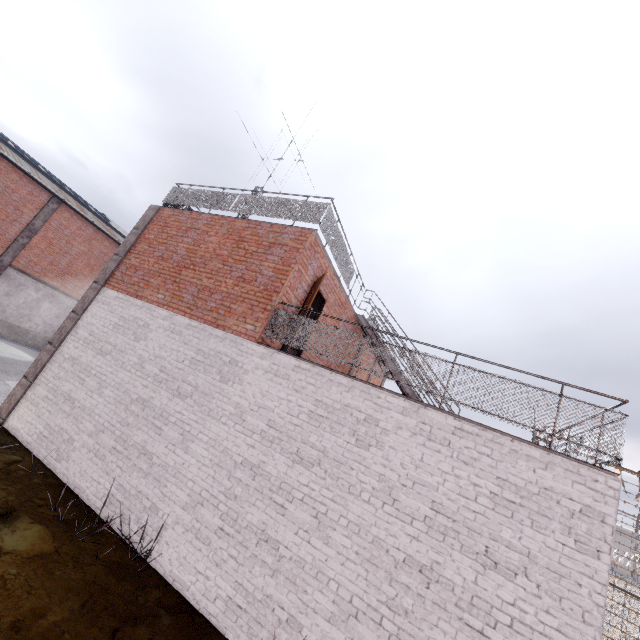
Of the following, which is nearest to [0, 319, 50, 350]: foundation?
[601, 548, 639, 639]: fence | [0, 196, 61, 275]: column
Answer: [0, 196, 61, 275]: column

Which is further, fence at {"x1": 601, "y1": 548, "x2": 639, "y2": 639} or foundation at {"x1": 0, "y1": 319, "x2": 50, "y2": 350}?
foundation at {"x1": 0, "y1": 319, "x2": 50, "y2": 350}

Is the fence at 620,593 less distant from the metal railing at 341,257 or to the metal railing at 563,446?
the metal railing at 563,446

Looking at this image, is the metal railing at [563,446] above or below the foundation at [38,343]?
above

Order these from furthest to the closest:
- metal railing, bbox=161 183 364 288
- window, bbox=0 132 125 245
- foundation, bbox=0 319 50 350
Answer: foundation, bbox=0 319 50 350 < window, bbox=0 132 125 245 < metal railing, bbox=161 183 364 288

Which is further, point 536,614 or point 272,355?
point 272,355

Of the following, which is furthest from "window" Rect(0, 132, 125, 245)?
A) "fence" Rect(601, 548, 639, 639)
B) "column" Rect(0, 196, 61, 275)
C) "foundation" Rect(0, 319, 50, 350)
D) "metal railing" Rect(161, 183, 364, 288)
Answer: "metal railing" Rect(161, 183, 364, 288)

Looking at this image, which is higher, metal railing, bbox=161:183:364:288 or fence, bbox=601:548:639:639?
metal railing, bbox=161:183:364:288
